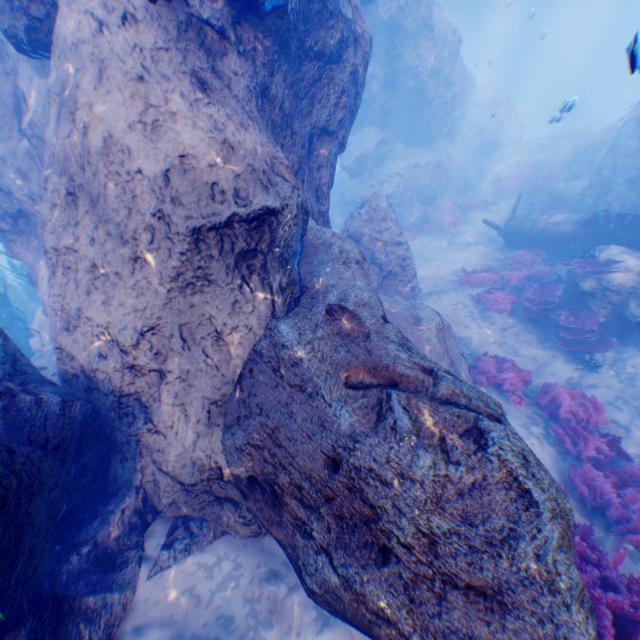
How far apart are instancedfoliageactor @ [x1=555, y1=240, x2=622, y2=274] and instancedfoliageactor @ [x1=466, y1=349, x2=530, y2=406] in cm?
314

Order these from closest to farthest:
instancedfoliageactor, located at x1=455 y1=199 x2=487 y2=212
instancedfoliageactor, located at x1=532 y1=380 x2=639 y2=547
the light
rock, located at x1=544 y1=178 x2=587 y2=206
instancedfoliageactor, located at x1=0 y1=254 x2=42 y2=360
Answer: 1. instancedfoliageactor, located at x1=532 y1=380 x2=639 y2=547
2. instancedfoliageactor, located at x1=0 y1=254 x2=42 y2=360
3. rock, located at x1=544 y1=178 x2=587 y2=206
4. instancedfoliageactor, located at x1=455 y1=199 x2=487 y2=212
5. the light

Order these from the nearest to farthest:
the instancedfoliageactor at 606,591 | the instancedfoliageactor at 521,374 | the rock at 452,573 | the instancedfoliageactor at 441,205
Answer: the rock at 452,573 → the instancedfoliageactor at 606,591 → the instancedfoliageactor at 521,374 → the instancedfoliageactor at 441,205

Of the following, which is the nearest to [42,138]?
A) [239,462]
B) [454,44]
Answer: [239,462]

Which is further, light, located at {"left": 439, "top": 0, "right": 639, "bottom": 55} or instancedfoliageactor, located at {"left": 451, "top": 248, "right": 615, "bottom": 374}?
light, located at {"left": 439, "top": 0, "right": 639, "bottom": 55}

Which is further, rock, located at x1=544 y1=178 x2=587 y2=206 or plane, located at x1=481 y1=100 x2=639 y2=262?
rock, located at x1=544 y1=178 x2=587 y2=206

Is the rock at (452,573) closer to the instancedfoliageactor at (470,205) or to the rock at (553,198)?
the instancedfoliageactor at (470,205)

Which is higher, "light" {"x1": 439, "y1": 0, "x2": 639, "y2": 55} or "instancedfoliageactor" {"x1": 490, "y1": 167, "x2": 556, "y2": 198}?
"light" {"x1": 439, "y1": 0, "x2": 639, "y2": 55}
